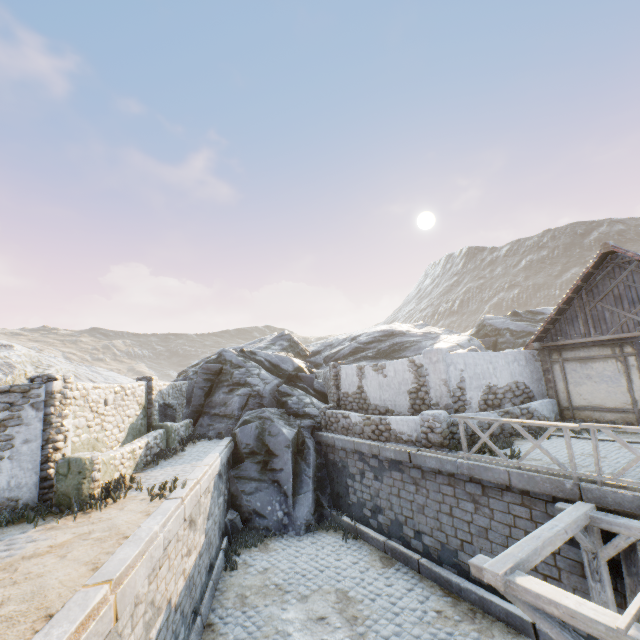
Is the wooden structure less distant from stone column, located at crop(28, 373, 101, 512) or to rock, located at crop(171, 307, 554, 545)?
rock, located at crop(171, 307, 554, 545)

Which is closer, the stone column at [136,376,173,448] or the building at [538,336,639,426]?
the building at [538,336,639,426]

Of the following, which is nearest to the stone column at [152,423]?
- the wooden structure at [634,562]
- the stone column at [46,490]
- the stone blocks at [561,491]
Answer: the stone blocks at [561,491]

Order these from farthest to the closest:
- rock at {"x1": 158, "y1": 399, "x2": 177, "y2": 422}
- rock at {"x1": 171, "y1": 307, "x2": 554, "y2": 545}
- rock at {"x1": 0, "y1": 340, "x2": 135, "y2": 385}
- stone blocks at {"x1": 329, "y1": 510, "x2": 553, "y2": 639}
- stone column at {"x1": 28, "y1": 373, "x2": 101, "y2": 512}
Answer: rock at {"x1": 158, "y1": 399, "x2": 177, "y2": 422}
rock at {"x1": 0, "y1": 340, "x2": 135, "y2": 385}
rock at {"x1": 171, "y1": 307, "x2": 554, "y2": 545}
stone column at {"x1": 28, "y1": 373, "x2": 101, "y2": 512}
stone blocks at {"x1": 329, "y1": 510, "x2": 553, "y2": 639}

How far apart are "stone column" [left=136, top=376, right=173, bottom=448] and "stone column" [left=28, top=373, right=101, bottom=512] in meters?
5.0

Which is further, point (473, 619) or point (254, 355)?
point (254, 355)

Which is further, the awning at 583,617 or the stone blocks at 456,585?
the stone blocks at 456,585

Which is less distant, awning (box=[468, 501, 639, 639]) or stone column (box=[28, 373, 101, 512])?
awning (box=[468, 501, 639, 639])
